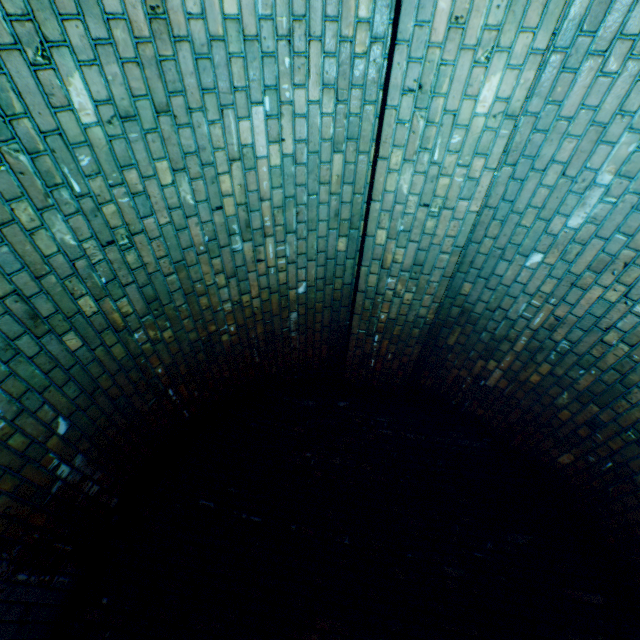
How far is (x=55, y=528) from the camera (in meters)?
2.27
